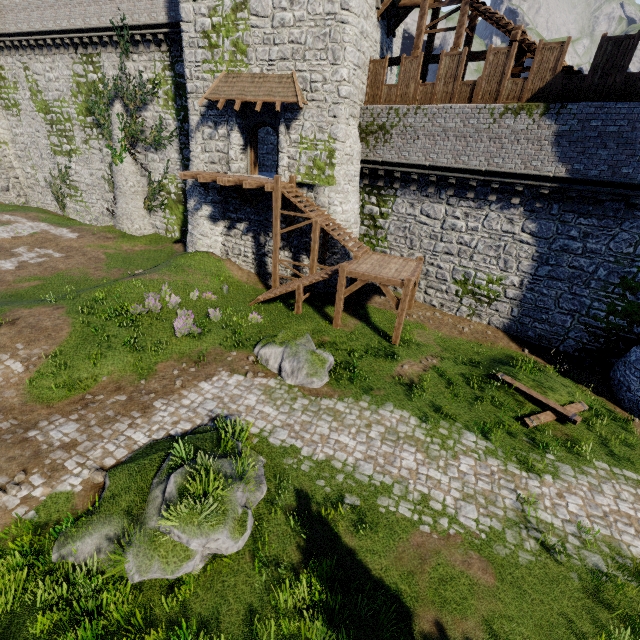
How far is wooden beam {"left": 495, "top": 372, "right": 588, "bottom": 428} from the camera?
11.16m

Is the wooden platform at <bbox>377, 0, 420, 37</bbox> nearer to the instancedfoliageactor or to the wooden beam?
the wooden beam

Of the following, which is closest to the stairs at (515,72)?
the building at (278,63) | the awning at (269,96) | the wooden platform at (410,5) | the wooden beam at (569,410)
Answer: the wooden platform at (410,5)

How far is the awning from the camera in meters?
15.8

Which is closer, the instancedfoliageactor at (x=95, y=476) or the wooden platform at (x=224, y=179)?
the instancedfoliageactor at (x=95, y=476)

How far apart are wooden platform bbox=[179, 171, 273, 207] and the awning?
3.1 meters

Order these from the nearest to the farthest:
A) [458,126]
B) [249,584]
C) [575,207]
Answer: [249,584]
[575,207]
[458,126]

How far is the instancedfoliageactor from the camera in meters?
8.1
